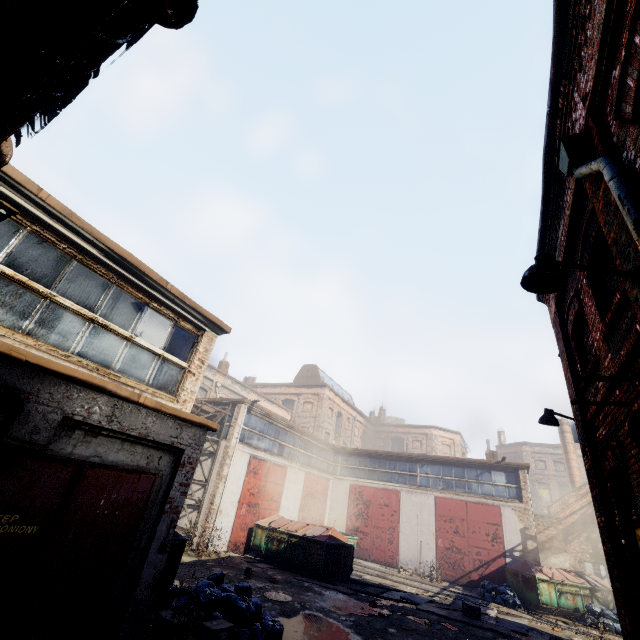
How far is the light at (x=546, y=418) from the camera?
7.4m

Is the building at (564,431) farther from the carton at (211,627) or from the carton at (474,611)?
the carton at (211,627)

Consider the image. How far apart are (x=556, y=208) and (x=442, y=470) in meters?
20.2

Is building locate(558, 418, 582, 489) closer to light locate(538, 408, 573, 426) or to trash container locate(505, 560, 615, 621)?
trash container locate(505, 560, 615, 621)

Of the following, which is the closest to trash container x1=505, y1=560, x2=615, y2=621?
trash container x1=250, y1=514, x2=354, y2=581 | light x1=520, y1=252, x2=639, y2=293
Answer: trash container x1=250, y1=514, x2=354, y2=581

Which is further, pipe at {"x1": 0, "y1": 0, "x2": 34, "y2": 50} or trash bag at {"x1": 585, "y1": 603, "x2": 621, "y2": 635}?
trash bag at {"x1": 585, "y1": 603, "x2": 621, "y2": 635}

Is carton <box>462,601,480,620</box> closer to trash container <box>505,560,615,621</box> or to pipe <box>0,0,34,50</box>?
trash container <box>505,560,615,621</box>

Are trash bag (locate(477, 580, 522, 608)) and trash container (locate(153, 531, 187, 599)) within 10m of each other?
no
